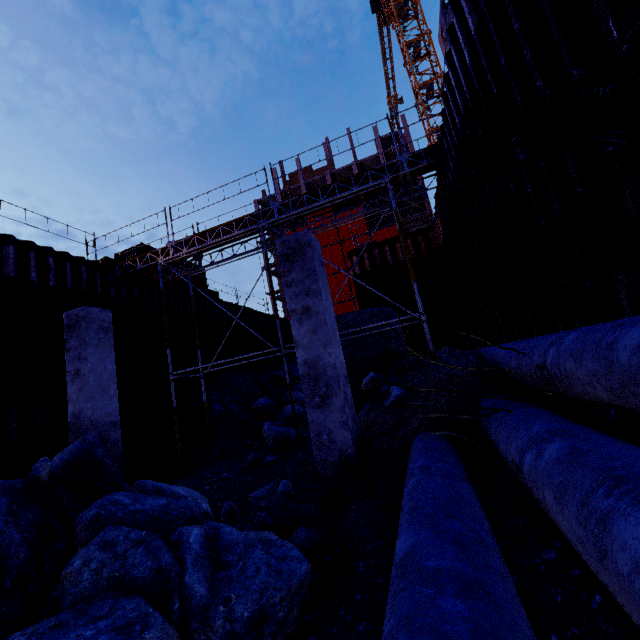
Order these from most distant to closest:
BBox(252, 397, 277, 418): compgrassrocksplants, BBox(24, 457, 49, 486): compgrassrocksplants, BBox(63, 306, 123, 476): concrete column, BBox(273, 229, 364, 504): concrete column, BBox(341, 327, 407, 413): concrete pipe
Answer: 1. BBox(252, 397, 277, 418): compgrassrocksplants
2. BBox(341, 327, 407, 413): concrete pipe
3. BBox(63, 306, 123, 476): concrete column
4. BBox(273, 229, 364, 504): concrete column
5. BBox(24, 457, 49, 486): compgrassrocksplants

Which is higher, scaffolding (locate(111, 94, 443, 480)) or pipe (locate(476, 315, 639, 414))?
scaffolding (locate(111, 94, 443, 480))

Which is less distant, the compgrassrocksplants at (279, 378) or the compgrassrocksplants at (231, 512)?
the compgrassrocksplants at (231, 512)

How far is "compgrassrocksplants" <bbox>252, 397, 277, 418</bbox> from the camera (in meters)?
13.47

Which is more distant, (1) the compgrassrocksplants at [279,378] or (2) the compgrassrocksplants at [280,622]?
(1) the compgrassrocksplants at [279,378]

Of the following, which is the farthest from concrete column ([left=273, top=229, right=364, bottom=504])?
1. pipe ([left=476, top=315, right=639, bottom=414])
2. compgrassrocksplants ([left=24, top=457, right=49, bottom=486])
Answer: compgrassrocksplants ([left=24, top=457, right=49, bottom=486])

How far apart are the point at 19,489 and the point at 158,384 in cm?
1011

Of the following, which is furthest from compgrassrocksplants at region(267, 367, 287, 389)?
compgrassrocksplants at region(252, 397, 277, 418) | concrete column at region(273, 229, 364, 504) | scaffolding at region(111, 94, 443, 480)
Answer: concrete column at region(273, 229, 364, 504)
